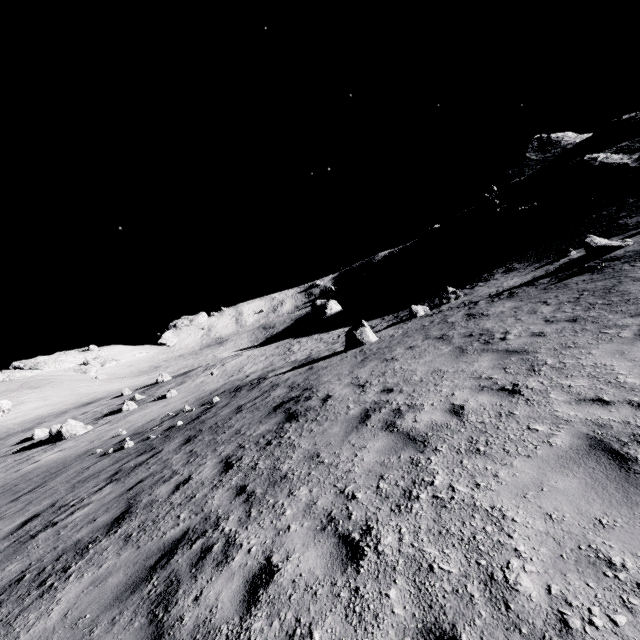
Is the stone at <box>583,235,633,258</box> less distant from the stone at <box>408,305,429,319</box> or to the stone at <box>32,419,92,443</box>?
the stone at <box>408,305,429,319</box>

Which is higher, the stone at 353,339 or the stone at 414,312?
the stone at 353,339

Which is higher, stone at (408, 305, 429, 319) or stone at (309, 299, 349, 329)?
stone at (309, 299, 349, 329)

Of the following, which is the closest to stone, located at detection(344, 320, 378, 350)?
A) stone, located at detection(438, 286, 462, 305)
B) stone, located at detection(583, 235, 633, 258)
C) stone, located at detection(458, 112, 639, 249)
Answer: stone, located at detection(438, 286, 462, 305)

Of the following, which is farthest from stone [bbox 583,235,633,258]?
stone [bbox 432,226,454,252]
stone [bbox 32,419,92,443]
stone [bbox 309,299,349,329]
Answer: stone [bbox 432,226,454,252]

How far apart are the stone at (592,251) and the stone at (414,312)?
8.4m

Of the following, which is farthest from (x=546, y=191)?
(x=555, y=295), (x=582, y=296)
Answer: (x=582, y=296)

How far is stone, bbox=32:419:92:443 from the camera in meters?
22.2 m
